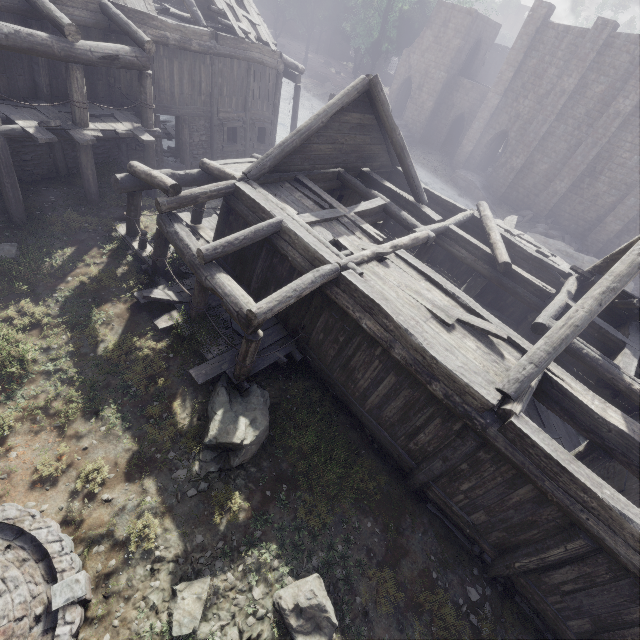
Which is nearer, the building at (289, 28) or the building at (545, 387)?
the building at (545, 387)

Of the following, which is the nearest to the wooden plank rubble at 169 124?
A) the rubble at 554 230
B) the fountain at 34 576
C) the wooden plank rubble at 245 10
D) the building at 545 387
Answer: the building at 545 387

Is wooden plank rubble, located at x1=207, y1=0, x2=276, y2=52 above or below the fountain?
above

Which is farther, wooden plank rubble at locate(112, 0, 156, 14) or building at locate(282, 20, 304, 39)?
building at locate(282, 20, 304, 39)

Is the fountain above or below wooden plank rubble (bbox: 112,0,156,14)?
below

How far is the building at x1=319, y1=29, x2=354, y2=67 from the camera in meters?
51.9

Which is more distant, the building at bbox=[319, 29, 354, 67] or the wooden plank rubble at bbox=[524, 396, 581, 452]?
the building at bbox=[319, 29, 354, 67]

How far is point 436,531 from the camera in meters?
7.7 m
